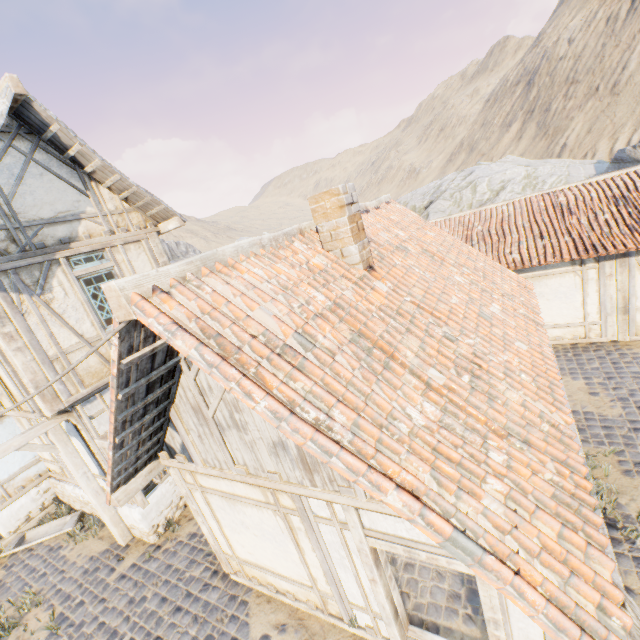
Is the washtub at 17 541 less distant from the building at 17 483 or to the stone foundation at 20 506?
the stone foundation at 20 506

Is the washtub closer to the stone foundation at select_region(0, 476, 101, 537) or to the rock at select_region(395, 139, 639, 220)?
the stone foundation at select_region(0, 476, 101, 537)

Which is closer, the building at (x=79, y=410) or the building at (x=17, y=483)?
the building at (x=79, y=410)

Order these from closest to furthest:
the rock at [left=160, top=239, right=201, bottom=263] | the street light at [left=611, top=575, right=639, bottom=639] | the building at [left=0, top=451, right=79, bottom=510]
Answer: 1. the street light at [left=611, top=575, right=639, bottom=639]
2. the building at [left=0, top=451, right=79, bottom=510]
3. the rock at [left=160, top=239, right=201, bottom=263]

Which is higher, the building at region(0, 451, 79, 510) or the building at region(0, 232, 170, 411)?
the building at region(0, 232, 170, 411)

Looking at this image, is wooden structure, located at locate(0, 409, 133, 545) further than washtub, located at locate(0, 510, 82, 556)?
No

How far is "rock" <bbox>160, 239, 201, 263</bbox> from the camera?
48.5m

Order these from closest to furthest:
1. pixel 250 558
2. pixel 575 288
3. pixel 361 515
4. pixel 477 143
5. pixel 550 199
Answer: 1. pixel 361 515
2. pixel 250 558
3. pixel 575 288
4. pixel 550 199
5. pixel 477 143
